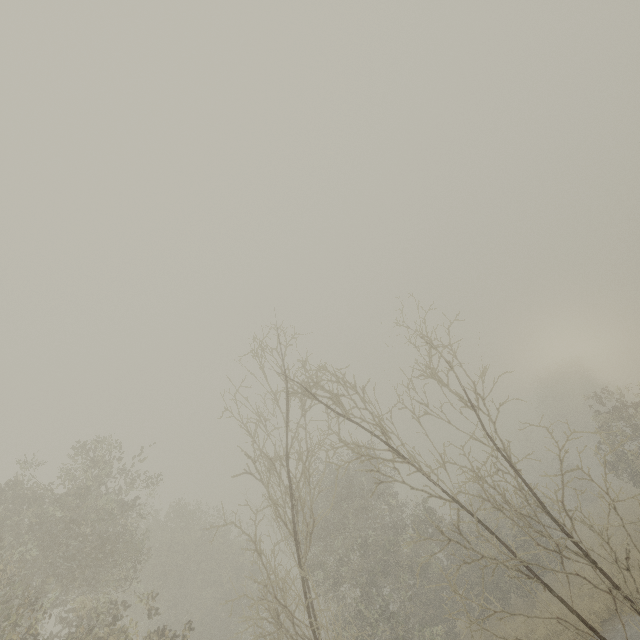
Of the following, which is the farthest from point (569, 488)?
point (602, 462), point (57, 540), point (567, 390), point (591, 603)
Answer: point (57, 540)
